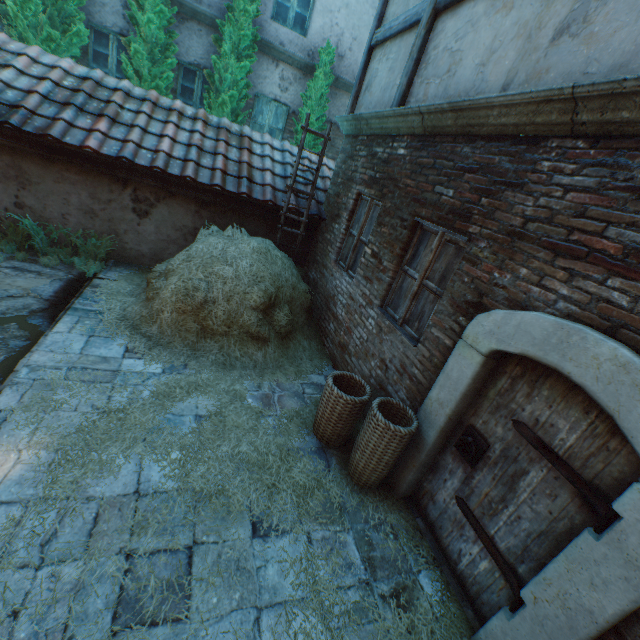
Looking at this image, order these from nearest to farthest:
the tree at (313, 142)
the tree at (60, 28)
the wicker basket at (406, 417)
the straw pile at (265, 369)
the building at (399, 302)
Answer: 1. the building at (399, 302)
2. the wicker basket at (406, 417)
3. the straw pile at (265, 369)
4. the tree at (60, 28)
5. the tree at (313, 142)

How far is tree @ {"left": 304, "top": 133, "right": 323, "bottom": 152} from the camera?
9.2m

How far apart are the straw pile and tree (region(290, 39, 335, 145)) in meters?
4.6 m

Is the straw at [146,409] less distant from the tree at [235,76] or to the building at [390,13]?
the building at [390,13]

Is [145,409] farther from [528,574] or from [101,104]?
[101,104]

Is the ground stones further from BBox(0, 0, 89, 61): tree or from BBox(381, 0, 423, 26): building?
BBox(0, 0, 89, 61): tree

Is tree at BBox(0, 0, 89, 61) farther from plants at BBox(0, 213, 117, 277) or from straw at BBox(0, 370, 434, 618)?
straw at BBox(0, 370, 434, 618)
